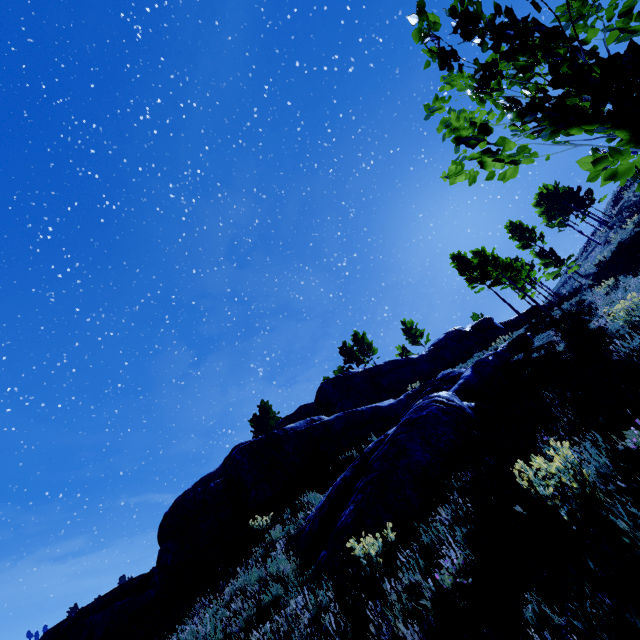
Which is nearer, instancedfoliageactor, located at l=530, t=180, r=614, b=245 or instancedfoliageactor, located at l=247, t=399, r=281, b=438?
instancedfoliageactor, located at l=530, t=180, r=614, b=245

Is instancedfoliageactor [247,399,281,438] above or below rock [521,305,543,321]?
above

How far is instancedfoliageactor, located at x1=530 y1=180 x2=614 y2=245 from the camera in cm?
3518

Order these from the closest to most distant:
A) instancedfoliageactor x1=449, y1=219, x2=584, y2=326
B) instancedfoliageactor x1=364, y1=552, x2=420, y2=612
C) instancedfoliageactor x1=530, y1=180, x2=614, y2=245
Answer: instancedfoliageactor x1=364, y1=552, x2=420, y2=612
instancedfoliageactor x1=449, y1=219, x2=584, y2=326
instancedfoliageactor x1=530, y1=180, x2=614, y2=245

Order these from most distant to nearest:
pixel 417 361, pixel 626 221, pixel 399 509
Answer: pixel 626 221
pixel 417 361
pixel 399 509

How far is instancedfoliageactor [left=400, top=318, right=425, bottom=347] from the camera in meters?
42.3

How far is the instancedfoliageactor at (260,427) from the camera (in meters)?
40.62

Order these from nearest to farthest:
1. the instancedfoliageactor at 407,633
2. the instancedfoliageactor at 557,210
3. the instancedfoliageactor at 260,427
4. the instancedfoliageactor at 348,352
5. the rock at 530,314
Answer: the instancedfoliageactor at 407,633
the rock at 530,314
the instancedfoliageactor at 557,210
the instancedfoliageactor at 348,352
the instancedfoliageactor at 260,427
